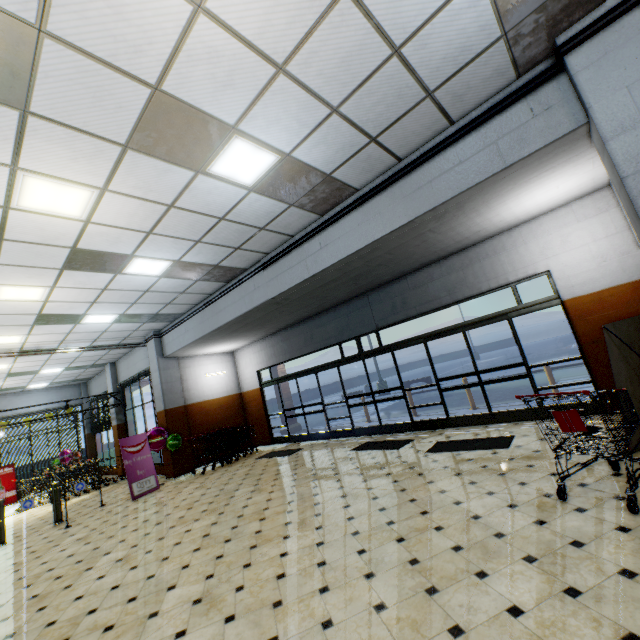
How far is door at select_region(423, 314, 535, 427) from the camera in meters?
6.9 m

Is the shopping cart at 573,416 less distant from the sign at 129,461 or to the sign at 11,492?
the sign at 129,461

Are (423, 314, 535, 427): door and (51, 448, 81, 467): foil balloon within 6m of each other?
no

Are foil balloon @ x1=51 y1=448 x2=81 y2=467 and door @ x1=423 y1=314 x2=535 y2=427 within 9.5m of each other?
no

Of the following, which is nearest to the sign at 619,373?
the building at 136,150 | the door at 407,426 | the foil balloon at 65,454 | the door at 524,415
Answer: the building at 136,150

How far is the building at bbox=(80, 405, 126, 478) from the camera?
14.0m

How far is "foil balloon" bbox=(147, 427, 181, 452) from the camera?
10.0m

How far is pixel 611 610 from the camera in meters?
2.1 m
